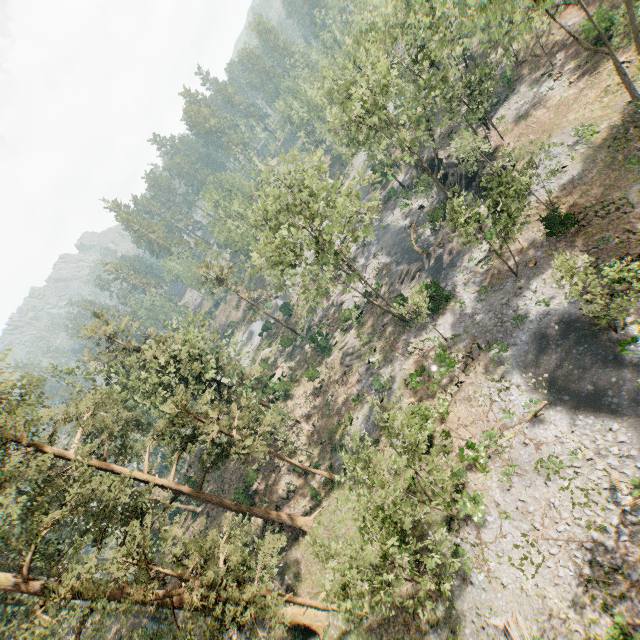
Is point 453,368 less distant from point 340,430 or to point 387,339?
point 387,339

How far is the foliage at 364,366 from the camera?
33.50m

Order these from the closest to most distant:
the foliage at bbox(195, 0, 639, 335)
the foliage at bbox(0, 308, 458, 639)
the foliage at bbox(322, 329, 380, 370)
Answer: the foliage at bbox(0, 308, 458, 639) < the foliage at bbox(195, 0, 639, 335) < the foliage at bbox(322, 329, 380, 370)

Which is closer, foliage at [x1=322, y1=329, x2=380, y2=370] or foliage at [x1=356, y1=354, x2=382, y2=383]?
foliage at [x1=356, y1=354, x2=382, y2=383]

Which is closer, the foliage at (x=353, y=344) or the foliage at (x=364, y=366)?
the foliage at (x=364, y=366)

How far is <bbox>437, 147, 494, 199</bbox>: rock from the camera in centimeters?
3384cm

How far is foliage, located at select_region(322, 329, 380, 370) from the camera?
37.4 meters
